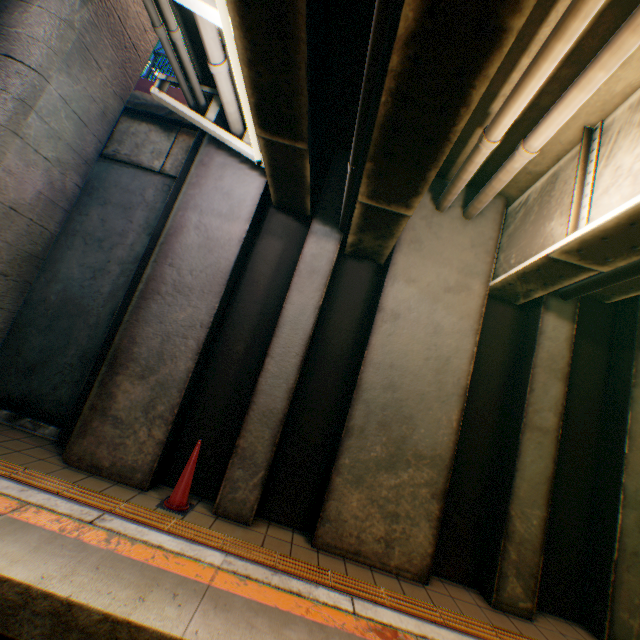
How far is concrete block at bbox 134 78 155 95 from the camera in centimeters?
685cm

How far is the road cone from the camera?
4.0m

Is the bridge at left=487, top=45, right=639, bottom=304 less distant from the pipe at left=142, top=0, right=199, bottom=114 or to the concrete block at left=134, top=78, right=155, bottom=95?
the pipe at left=142, top=0, right=199, bottom=114

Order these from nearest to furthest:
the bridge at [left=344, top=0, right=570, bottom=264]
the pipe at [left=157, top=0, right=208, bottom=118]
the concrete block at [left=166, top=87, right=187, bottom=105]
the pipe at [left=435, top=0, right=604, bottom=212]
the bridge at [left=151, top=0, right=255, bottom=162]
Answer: the bridge at [left=344, top=0, right=570, bottom=264] → the pipe at [left=435, top=0, right=604, bottom=212] → the bridge at [left=151, top=0, right=255, bottom=162] → the pipe at [left=157, top=0, right=208, bottom=118] → the concrete block at [left=166, top=87, right=187, bottom=105]

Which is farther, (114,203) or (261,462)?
(114,203)

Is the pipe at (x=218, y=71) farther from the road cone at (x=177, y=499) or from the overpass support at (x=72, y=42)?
the road cone at (x=177, y=499)

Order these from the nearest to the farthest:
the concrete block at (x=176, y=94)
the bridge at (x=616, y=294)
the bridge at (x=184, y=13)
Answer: the bridge at (x=184, y=13) < the bridge at (x=616, y=294) < the concrete block at (x=176, y=94)
